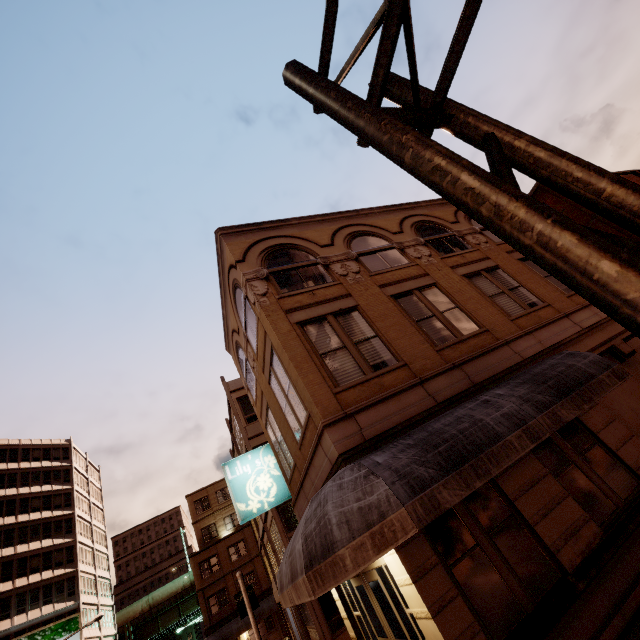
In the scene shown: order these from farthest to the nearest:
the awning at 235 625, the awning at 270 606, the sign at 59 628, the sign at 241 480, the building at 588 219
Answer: the sign at 59 628
the awning at 270 606
the awning at 235 625
the building at 588 219
the sign at 241 480

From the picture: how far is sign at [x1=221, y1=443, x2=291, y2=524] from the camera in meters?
11.9

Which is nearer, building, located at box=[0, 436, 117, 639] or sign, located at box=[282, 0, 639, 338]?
sign, located at box=[282, 0, 639, 338]

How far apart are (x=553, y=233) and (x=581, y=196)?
2.3m

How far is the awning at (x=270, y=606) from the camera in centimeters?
3438cm

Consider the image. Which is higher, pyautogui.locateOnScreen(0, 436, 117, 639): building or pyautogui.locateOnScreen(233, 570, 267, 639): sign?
pyautogui.locateOnScreen(0, 436, 117, 639): building

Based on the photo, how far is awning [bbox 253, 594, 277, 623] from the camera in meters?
34.4 m

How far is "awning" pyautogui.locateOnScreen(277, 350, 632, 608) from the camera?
4.88m
